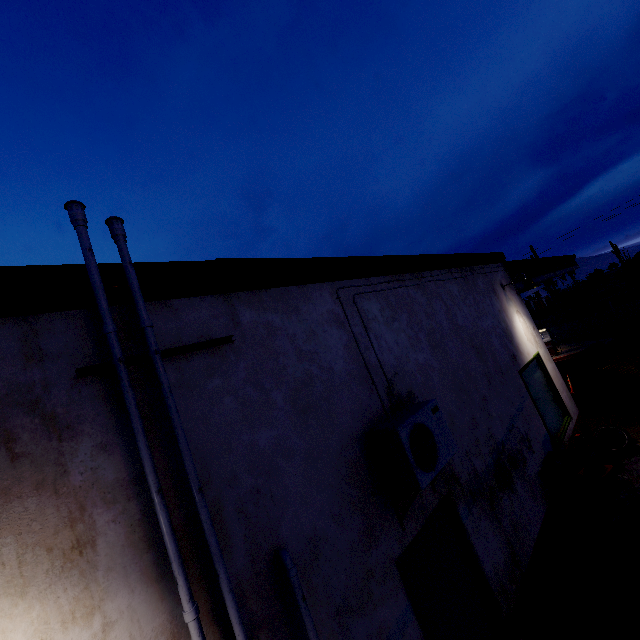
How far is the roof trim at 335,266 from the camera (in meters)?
2.29

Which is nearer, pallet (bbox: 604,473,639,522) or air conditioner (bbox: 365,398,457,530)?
air conditioner (bbox: 365,398,457,530)

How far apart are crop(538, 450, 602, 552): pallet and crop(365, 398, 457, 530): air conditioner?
2.90m

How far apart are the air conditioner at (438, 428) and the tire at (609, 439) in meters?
5.3

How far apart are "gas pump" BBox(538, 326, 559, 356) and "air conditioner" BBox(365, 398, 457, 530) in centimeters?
1722cm

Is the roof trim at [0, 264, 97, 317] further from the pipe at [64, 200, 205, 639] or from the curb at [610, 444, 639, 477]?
the curb at [610, 444, 639, 477]

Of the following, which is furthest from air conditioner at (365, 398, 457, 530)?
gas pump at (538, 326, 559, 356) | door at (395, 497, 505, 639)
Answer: gas pump at (538, 326, 559, 356)

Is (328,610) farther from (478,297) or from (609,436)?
(609,436)
